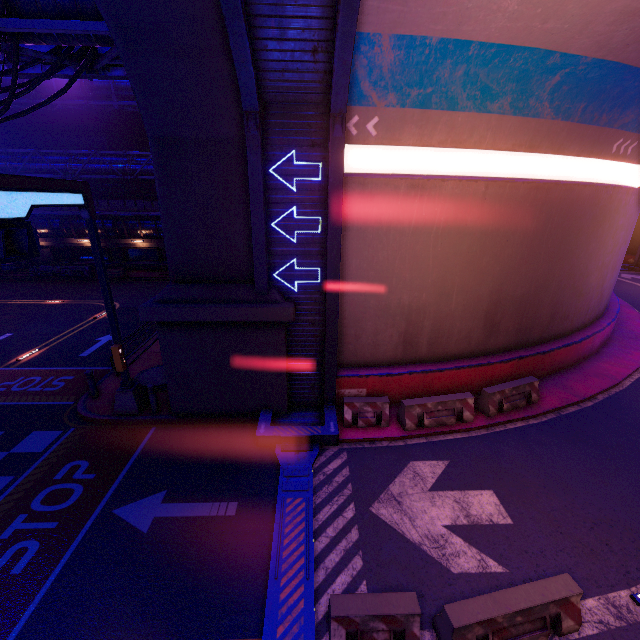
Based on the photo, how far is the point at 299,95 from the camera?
7.7 meters

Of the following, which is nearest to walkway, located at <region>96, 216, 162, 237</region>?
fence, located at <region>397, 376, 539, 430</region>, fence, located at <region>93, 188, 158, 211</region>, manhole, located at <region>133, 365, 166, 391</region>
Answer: fence, located at <region>93, 188, 158, 211</region>

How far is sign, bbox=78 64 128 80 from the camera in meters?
10.4

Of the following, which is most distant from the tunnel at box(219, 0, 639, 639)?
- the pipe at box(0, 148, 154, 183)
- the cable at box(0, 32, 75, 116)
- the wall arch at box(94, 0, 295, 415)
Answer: the pipe at box(0, 148, 154, 183)

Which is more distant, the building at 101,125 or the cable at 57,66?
the building at 101,125

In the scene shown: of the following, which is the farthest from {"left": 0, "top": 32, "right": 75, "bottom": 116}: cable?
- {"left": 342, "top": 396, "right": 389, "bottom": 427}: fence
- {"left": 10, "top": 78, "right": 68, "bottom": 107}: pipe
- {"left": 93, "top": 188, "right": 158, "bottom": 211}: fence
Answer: {"left": 93, "top": 188, "right": 158, "bottom": 211}: fence

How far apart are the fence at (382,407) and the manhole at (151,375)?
6.5 meters

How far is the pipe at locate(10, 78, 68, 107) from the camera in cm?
2858
